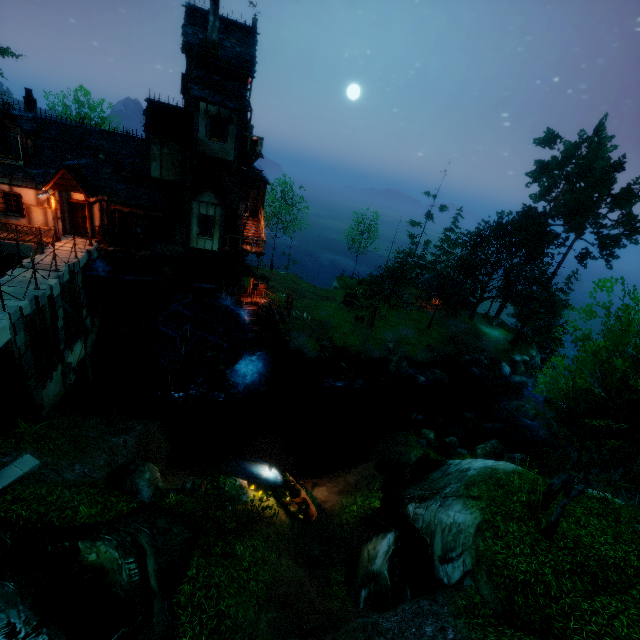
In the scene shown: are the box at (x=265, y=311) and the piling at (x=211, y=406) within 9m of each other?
yes

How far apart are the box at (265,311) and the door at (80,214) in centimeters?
1295cm

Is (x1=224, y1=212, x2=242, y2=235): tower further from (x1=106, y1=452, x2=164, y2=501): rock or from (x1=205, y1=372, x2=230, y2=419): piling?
(x1=106, y1=452, x2=164, y2=501): rock

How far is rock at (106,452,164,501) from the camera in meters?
11.4

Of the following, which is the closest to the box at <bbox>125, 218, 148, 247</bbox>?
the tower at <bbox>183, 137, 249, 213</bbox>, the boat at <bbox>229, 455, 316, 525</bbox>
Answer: the tower at <bbox>183, 137, 249, 213</bbox>

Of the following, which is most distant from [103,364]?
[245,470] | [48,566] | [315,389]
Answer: [48,566]

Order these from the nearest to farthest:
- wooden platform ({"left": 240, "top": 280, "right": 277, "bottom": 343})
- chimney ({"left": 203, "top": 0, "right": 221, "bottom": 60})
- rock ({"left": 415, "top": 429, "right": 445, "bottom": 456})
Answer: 1. chimney ({"left": 203, "top": 0, "right": 221, "bottom": 60})
2. rock ({"left": 415, "top": 429, "right": 445, "bottom": 456})
3. wooden platform ({"left": 240, "top": 280, "right": 277, "bottom": 343})

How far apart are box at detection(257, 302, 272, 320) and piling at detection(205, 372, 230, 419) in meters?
6.9 m
